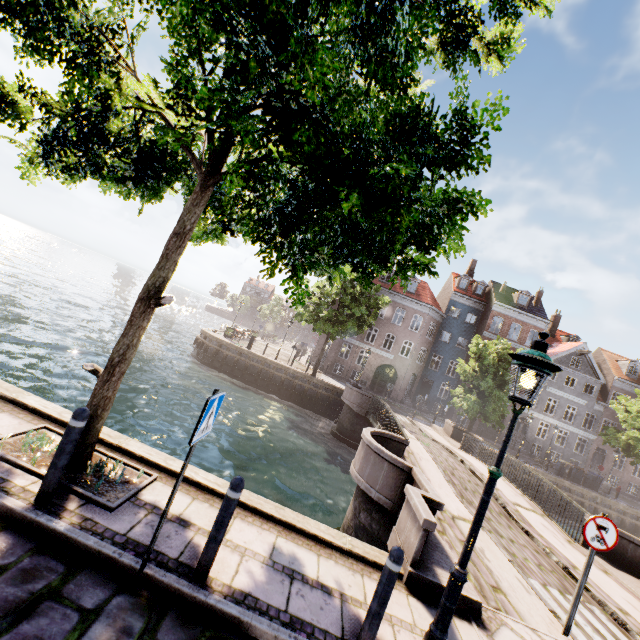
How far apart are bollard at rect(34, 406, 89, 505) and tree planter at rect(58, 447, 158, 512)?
0.2m

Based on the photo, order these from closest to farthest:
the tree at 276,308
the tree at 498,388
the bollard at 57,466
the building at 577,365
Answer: the bollard at 57,466
the tree at 498,388
the building at 577,365
the tree at 276,308

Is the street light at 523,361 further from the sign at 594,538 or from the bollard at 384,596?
the sign at 594,538

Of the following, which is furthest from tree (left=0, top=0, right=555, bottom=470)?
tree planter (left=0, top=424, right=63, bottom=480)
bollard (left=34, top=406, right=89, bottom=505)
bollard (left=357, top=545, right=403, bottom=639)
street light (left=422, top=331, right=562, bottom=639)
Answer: bollard (left=357, top=545, right=403, bottom=639)

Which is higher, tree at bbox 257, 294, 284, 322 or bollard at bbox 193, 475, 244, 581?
tree at bbox 257, 294, 284, 322

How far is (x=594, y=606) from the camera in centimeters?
665cm

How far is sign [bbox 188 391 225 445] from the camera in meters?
3.1 m

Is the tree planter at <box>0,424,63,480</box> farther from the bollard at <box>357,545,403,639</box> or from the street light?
the street light
